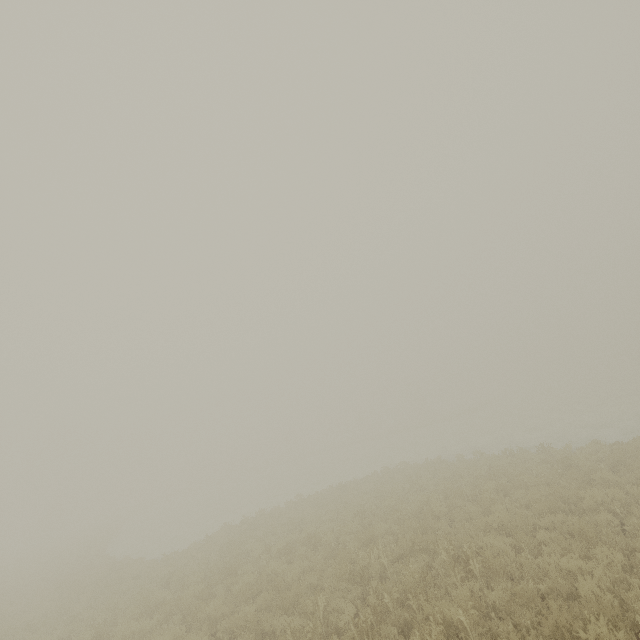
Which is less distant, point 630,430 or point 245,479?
point 630,430
